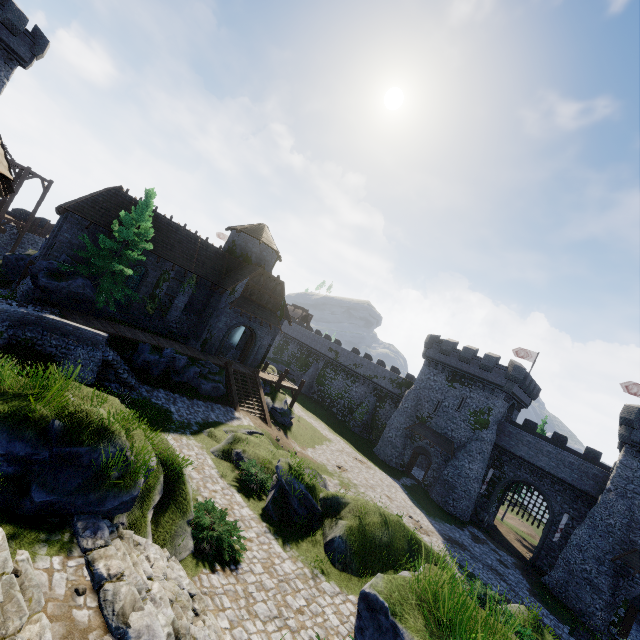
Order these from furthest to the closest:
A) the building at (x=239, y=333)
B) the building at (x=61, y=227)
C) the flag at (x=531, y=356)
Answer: the flag at (x=531, y=356) → the building at (x=239, y=333) → the building at (x=61, y=227)

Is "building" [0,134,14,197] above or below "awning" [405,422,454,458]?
above

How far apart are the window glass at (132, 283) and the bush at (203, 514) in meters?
20.8

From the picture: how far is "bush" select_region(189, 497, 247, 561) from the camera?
9.2m

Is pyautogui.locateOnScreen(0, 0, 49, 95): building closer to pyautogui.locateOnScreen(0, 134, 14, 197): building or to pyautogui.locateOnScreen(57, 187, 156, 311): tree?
pyautogui.locateOnScreen(57, 187, 156, 311): tree

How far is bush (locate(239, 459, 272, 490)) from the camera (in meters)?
14.24

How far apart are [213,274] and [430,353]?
27.98m

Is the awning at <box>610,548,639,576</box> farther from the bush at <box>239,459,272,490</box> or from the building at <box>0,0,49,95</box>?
the building at <box>0,0,49,95</box>
